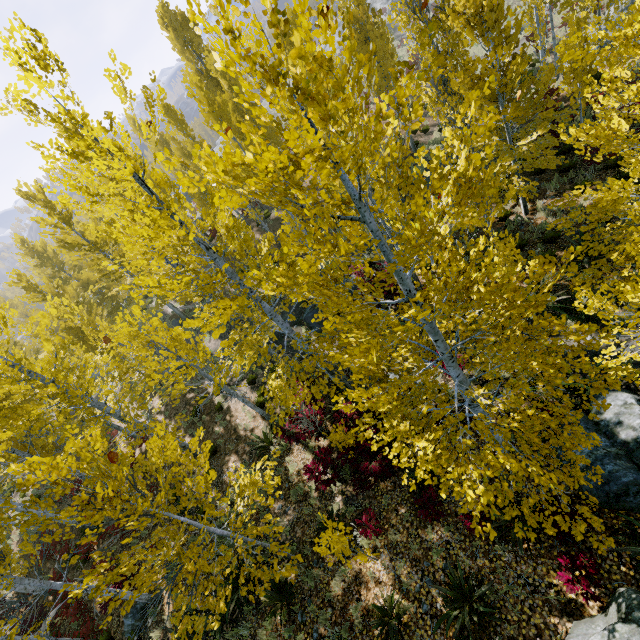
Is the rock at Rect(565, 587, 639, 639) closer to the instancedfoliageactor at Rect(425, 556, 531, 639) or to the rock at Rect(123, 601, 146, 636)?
the instancedfoliageactor at Rect(425, 556, 531, 639)

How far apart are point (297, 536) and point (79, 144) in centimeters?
997cm

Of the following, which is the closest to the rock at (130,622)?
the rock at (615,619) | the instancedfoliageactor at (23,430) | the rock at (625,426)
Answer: the instancedfoliageactor at (23,430)

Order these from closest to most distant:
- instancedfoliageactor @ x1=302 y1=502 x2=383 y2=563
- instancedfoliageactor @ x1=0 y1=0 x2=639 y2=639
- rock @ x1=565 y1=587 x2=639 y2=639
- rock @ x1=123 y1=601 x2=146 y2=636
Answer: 1. instancedfoliageactor @ x1=0 y1=0 x2=639 y2=639
2. rock @ x1=565 y1=587 x2=639 y2=639
3. instancedfoliageactor @ x1=302 y1=502 x2=383 y2=563
4. rock @ x1=123 y1=601 x2=146 y2=636

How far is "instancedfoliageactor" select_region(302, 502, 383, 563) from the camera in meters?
5.9

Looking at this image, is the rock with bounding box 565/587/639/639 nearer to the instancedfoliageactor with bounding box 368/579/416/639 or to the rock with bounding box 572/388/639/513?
the instancedfoliageactor with bounding box 368/579/416/639

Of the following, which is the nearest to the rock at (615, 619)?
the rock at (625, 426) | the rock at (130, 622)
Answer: the rock at (625, 426)

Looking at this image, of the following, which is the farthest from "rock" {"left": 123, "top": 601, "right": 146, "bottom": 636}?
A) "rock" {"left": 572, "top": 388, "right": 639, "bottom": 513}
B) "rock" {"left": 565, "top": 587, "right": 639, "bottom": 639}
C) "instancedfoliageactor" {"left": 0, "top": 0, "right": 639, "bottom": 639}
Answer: "rock" {"left": 572, "top": 388, "right": 639, "bottom": 513}
